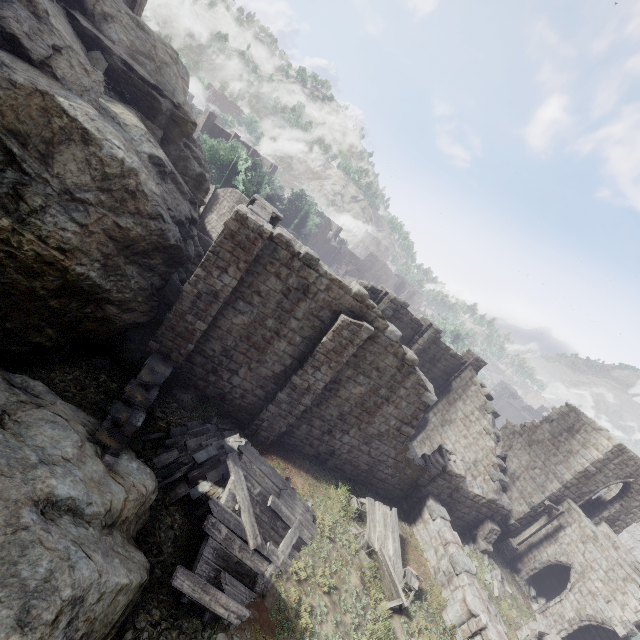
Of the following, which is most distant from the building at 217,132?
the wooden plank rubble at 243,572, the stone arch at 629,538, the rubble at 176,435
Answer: the wooden plank rubble at 243,572

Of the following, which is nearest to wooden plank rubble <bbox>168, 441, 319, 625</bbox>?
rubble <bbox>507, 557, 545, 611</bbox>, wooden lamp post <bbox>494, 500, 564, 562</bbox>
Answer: wooden lamp post <bbox>494, 500, 564, 562</bbox>

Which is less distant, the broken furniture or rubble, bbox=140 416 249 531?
rubble, bbox=140 416 249 531

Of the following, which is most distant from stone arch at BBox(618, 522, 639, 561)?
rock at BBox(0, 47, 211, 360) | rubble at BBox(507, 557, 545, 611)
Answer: rock at BBox(0, 47, 211, 360)

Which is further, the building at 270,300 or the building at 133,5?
the building at 133,5

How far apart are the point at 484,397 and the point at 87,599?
22.7m

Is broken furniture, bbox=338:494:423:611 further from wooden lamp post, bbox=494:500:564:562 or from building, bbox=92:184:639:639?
wooden lamp post, bbox=494:500:564:562

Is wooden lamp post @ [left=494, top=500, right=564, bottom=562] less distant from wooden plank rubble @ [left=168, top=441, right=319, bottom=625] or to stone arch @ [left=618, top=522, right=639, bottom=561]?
wooden plank rubble @ [left=168, top=441, right=319, bottom=625]
